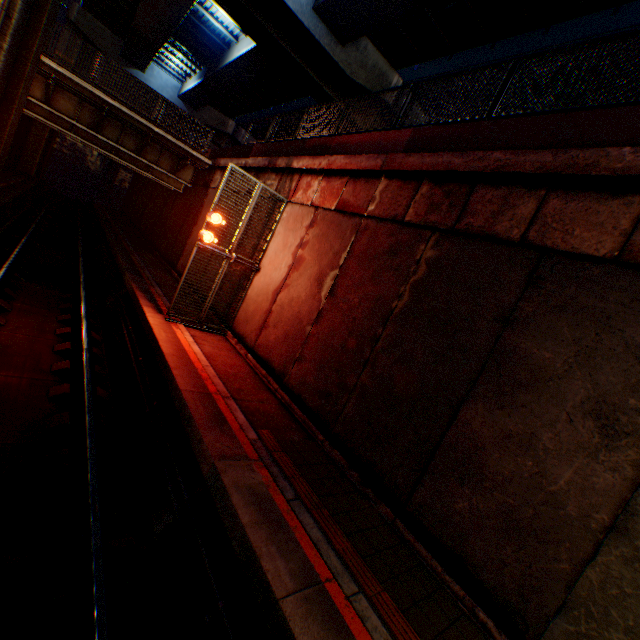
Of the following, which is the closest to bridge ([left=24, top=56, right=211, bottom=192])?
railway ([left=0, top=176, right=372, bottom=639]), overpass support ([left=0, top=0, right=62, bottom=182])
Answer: overpass support ([left=0, top=0, right=62, bottom=182])

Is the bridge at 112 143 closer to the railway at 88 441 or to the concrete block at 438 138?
the concrete block at 438 138

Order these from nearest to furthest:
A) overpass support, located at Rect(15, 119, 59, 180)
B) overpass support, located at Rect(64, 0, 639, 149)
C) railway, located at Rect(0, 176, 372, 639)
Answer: railway, located at Rect(0, 176, 372, 639), overpass support, located at Rect(64, 0, 639, 149), overpass support, located at Rect(15, 119, 59, 180)

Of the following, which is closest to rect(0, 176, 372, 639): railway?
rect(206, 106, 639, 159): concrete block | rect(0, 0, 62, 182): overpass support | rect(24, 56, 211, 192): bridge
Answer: rect(0, 0, 62, 182): overpass support

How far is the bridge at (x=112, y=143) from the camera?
13.6m

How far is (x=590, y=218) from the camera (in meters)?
4.40

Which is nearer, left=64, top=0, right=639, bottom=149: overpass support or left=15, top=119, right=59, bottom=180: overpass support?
left=64, top=0, right=639, bottom=149: overpass support

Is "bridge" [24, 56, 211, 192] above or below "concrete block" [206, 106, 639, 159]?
below
